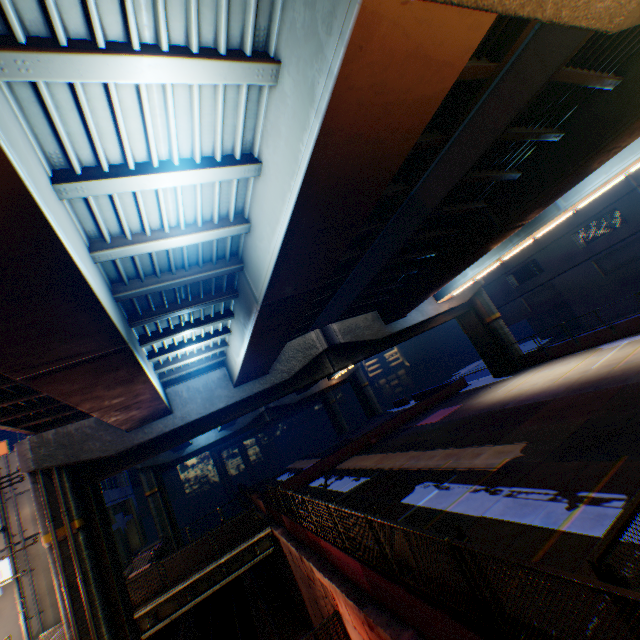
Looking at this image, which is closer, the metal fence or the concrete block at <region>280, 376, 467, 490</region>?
the metal fence

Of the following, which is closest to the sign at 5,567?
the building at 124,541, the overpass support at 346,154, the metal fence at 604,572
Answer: the building at 124,541

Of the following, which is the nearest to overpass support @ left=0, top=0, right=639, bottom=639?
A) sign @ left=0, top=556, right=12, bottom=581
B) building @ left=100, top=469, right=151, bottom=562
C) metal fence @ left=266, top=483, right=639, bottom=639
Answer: metal fence @ left=266, top=483, right=639, bottom=639

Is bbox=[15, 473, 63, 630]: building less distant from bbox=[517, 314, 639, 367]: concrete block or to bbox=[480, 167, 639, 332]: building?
bbox=[517, 314, 639, 367]: concrete block

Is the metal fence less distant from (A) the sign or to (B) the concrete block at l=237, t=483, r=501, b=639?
(B) the concrete block at l=237, t=483, r=501, b=639

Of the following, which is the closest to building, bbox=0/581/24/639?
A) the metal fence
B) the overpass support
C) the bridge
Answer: the overpass support

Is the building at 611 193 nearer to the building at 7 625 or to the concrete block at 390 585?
the concrete block at 390 585

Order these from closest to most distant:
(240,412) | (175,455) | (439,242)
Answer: (439,242), (240,412), (175,455)
